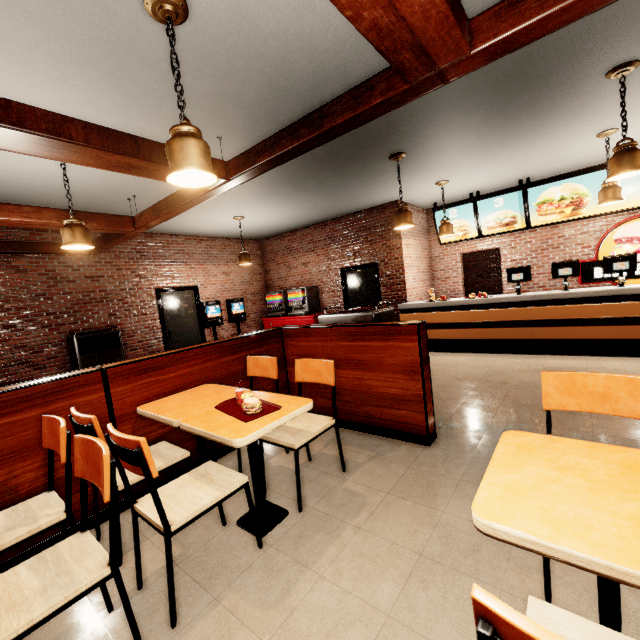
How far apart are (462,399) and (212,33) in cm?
443
